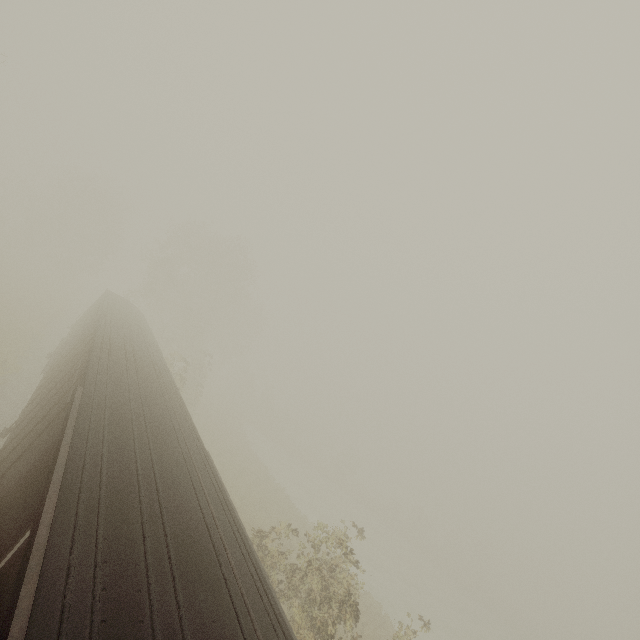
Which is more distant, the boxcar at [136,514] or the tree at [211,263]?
the tree at [211,263]

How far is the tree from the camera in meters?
32.4 m

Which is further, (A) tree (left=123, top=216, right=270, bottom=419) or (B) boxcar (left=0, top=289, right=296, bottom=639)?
(A) tree (left=123, top=216, right=270, bottom=419)

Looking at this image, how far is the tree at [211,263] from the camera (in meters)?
32.38

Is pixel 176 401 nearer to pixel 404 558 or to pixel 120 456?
pixel 120 456
